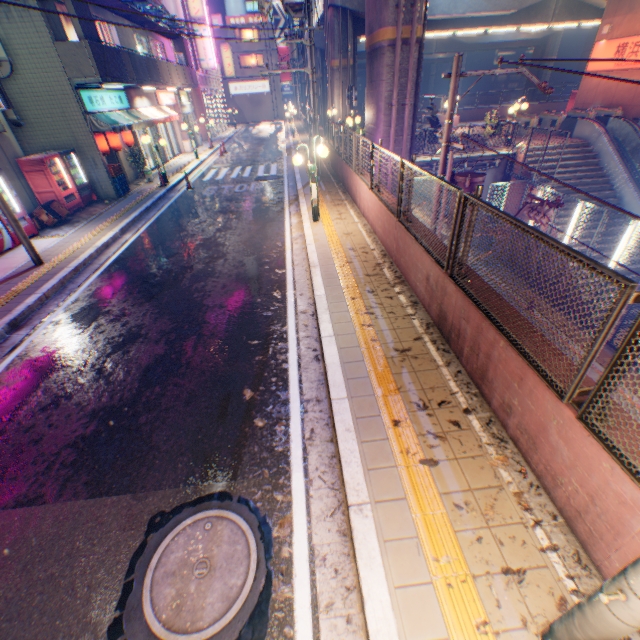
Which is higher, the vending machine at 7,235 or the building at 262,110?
the building at 262,110

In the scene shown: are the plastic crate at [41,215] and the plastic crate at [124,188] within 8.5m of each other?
yes

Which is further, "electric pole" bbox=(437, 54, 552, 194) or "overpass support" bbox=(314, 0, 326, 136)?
"overpass support" bbox=(314, 0, 326, 136)

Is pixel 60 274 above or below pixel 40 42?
below

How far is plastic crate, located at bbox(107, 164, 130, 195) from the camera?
14.4m

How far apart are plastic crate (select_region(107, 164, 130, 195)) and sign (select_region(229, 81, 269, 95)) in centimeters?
4524cm

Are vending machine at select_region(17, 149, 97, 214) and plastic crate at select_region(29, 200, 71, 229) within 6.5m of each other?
yes

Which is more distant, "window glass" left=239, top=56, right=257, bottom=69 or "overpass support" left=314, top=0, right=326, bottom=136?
"window glass" left=239, top=56, right=257, bottom=69
